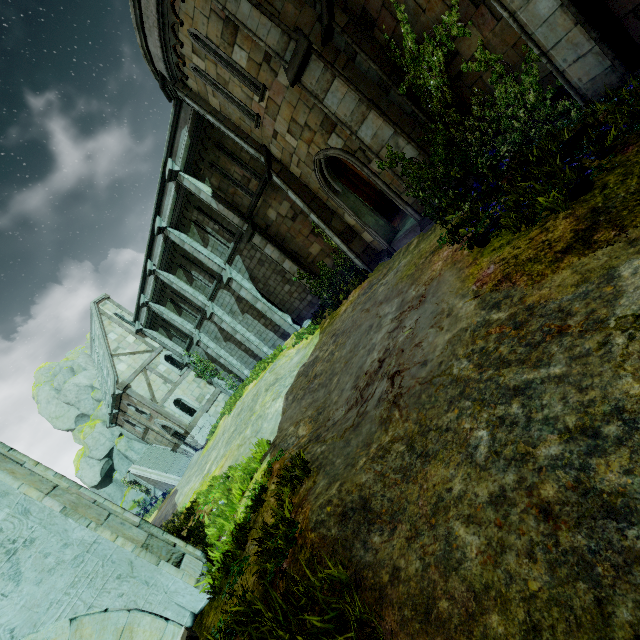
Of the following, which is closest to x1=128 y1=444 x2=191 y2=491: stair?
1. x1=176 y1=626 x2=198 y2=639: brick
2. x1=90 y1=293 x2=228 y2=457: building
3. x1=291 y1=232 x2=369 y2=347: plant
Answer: x1=90 y1=293 x2=228 y2=457: building

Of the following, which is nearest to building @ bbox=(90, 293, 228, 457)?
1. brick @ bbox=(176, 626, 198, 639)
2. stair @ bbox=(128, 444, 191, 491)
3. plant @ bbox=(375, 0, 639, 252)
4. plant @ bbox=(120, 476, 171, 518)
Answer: stair @ bbox=(128, 444, 191, 491)

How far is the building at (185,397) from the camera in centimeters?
2348cm

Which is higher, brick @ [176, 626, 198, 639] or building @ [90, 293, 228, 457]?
building @ [90, 293, 228, 457]

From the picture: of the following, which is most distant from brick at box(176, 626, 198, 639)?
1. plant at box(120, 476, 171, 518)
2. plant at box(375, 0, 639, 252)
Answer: plant at box(120, 476, 171, 518)

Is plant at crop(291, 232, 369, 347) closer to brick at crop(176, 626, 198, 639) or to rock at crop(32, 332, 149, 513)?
brick at crop(176, 626, 198, 639)

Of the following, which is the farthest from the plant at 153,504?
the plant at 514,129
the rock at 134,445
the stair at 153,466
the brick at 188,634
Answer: the plant at 514,129

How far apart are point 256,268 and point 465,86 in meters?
12.5
